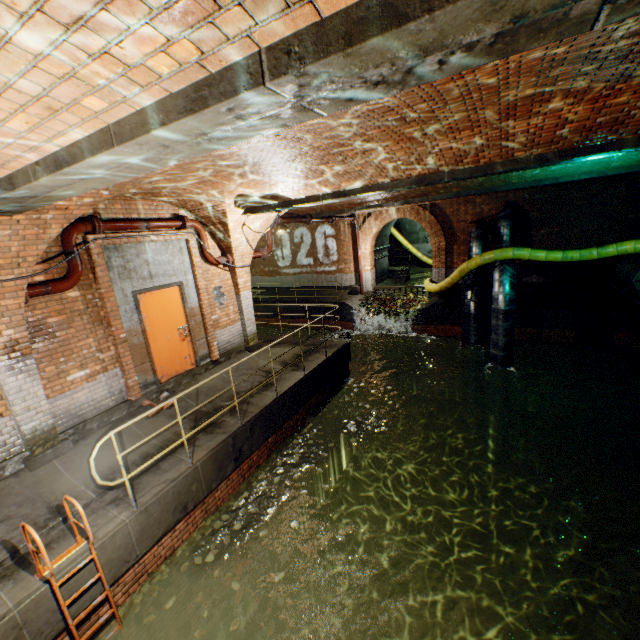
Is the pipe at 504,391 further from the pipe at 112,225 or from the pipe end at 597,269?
the pipe at 112,225

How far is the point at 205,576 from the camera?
5.9 meters

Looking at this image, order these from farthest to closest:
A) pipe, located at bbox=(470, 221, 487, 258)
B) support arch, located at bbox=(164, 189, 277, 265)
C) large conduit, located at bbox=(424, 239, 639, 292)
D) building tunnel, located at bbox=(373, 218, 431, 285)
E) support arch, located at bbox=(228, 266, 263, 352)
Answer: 1. building tunnel, located at bbox=(373, 218, 431, 285)
2. pipe, located at bbox=(470, 221, 487, 258)
3. large conduit, located at bbox=(424, 239, 639, 292)
4. support arch, located at bbox=(228, 266, 263, 352)
5. support arch, located at bbox=(164, 189, 277, 265)

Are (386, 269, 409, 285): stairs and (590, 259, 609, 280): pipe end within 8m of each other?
no

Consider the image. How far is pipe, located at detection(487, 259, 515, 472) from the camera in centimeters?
993cm

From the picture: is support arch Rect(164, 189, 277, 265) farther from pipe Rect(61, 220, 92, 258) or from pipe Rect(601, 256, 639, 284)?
pipe Rect(601, 256, 639, 284)

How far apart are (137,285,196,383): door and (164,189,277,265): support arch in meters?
1.6

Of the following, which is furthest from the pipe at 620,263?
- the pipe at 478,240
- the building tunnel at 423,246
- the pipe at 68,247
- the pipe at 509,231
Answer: the pipe at 68,247
